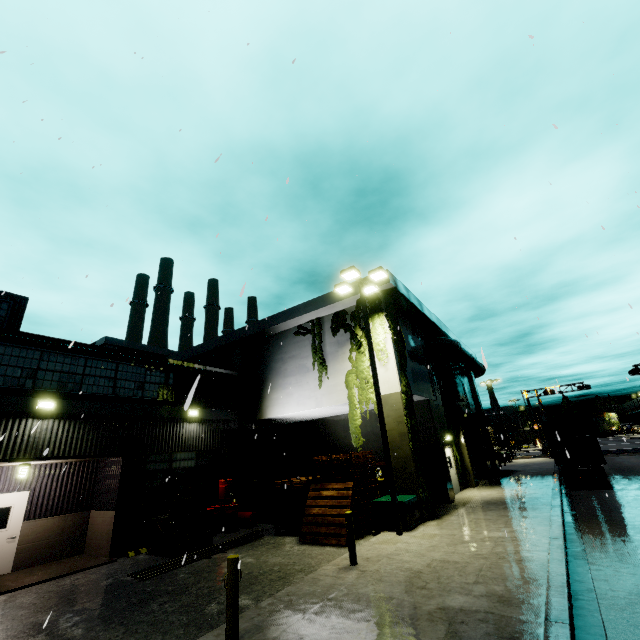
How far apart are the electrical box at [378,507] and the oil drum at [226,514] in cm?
630

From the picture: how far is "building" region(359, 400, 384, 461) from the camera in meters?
18.3 m

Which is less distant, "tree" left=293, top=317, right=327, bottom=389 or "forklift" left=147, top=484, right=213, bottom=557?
"forklift" left=147, top=484, right=213, bottom=557

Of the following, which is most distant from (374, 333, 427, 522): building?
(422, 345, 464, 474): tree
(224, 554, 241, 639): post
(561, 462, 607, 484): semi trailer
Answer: (224, 554, 241, 639): post

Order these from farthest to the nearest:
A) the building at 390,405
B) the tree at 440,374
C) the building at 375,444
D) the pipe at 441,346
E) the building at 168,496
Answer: the pipe at 441,346, the tree at 440,374, the building at 375,444, the building at 168,496, the building at 390,405

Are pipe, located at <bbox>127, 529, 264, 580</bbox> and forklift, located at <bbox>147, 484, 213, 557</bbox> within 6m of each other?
yes

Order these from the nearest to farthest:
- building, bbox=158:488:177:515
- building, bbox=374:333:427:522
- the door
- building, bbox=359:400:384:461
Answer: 1. the door
2. building, bbox=374:333:427:522
3. building, bbox=158:488:177:515
4. building, bbox=359:400:384:461

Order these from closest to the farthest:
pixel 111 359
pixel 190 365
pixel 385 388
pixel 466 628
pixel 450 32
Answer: pixel 466 628 < pixel 450 32 < pixel 111 359 < pixel 385 388 < pixel 190 365
